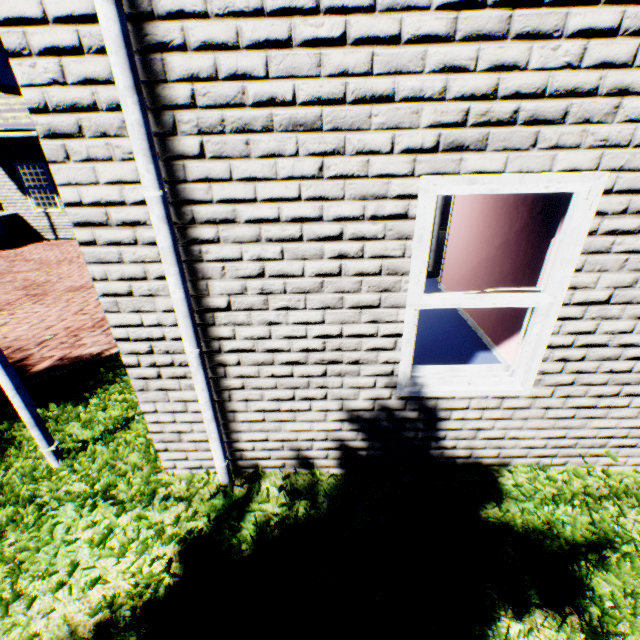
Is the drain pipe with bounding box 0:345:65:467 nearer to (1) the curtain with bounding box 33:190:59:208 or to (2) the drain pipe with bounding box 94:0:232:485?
(2) the drain pipe with bounding box 94:0:232:485

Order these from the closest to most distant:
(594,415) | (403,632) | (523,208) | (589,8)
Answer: Answer: (589,8) < (403,632) < (594,415) < (523,208)

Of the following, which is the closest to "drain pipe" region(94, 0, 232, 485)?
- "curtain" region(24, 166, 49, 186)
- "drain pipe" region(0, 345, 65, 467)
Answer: "drain pipe" region(0, 345, 65, 467)

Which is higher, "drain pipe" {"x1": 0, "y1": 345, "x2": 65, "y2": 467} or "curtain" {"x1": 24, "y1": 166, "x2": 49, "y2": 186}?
"curtain" {"x1": 24, "y1": 166, "x2": 49, "y2": 186}

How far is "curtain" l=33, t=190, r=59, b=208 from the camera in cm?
1155

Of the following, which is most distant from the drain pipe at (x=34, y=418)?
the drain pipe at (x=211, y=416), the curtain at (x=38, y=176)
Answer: the curtain at (x=38, y=176)
